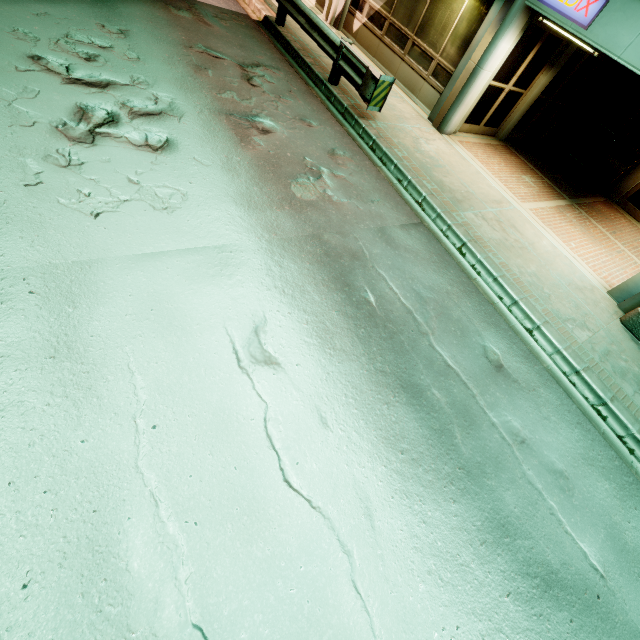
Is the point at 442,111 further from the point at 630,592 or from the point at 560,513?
the point at 630,592

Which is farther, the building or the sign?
the building

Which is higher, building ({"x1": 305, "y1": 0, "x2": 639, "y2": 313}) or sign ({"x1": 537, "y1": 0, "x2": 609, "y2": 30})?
sign ({"x1": 537, "y1": 0, "x2": 609, "y2": 30})

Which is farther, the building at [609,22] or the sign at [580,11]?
the building at [609,22]

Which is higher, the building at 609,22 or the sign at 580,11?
the sign at 580,11
